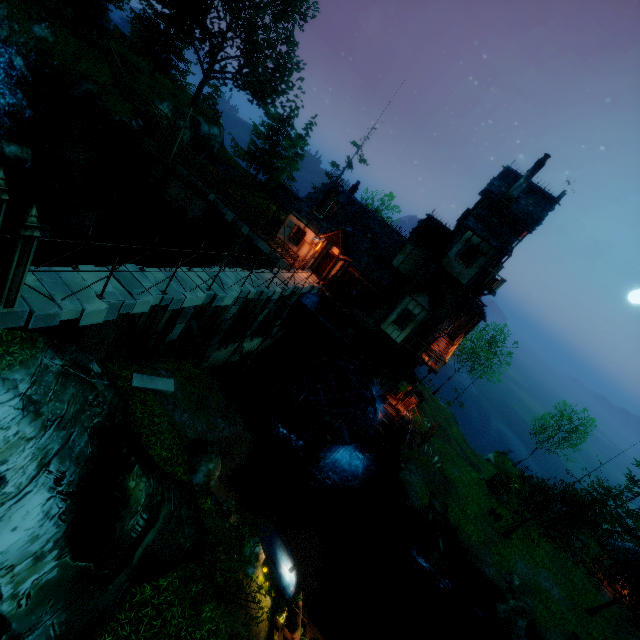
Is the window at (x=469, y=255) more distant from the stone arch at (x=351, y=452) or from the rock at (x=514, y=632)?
the rock at (x=514, y=632)

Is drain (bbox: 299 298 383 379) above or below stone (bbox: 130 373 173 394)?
above

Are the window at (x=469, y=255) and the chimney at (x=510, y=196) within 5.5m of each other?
yes

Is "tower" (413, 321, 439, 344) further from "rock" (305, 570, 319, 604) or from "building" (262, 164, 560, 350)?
"rock" (305, 570, 319, 604)

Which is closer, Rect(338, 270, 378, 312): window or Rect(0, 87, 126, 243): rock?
Rect(0, 87, 126, 243): rock

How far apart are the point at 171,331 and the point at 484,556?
28.4m

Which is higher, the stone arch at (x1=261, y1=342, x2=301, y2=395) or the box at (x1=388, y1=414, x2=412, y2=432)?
the box at (x1=388, y1=414, x2=412, y2=432)

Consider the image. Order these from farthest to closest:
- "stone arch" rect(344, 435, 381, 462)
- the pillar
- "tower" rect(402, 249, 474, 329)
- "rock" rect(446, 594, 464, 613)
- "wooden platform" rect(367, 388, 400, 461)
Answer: "stone arch" rect(344, 435, 381, 462), "wooden platform" rect(367, 388, 400, 461), "tower" rect(402, 249, 474, 329), "rock" rect(446, 594, 464, 613), the pillar
